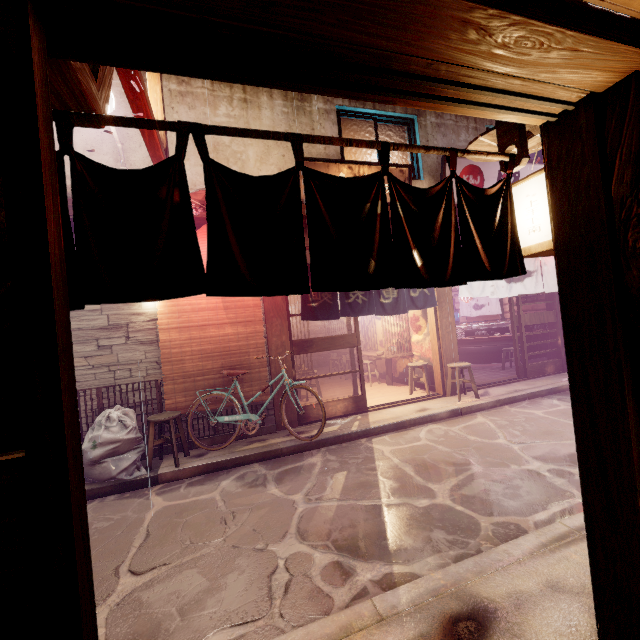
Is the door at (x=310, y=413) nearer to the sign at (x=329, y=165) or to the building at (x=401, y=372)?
the building at (x=401, y=372)

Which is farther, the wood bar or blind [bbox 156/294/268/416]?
blind [bbox 156/294/268/416]

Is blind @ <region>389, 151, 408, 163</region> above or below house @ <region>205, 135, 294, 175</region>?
above

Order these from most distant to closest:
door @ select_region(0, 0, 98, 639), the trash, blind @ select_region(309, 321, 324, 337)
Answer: blind @ select_region(309, 321, 324, 337) → the trash → door @ select_region(0, 0, 98, 639)

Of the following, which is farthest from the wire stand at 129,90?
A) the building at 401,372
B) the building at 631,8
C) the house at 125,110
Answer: the building at 401,372

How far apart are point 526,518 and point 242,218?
6.9 meters

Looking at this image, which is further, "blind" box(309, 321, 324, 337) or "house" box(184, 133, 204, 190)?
"blind" box(309, 321, 324, 337)

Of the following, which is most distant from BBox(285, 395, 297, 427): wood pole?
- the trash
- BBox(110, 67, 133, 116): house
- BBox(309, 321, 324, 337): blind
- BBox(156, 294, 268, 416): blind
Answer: BBox(309, 321, 324, 337): blind
